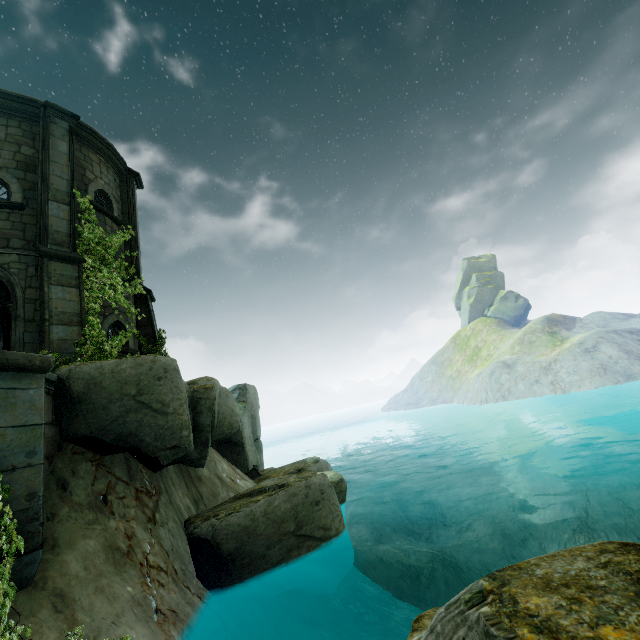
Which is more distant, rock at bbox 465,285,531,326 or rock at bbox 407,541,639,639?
rock at bbox 465,285,531,326

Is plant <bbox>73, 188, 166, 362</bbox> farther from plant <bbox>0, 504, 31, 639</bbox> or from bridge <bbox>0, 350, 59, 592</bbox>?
plant <bbox>0, 504, 31, 639</bbox>

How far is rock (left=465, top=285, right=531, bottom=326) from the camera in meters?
53.5

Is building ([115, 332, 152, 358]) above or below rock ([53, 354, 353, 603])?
above

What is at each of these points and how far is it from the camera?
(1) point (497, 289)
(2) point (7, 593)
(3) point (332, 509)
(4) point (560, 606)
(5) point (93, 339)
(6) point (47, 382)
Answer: (1) rock, 59.5m
(2) plant, 4.1m
(3) rock, 8.3m
(4) rock, 1.4m
(5) plant, 8.7m
(6) bridge, 6.8m

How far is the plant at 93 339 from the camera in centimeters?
878cm

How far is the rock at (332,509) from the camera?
6.89m

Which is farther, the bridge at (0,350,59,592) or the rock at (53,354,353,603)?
the rock at (53,354,353,603)
